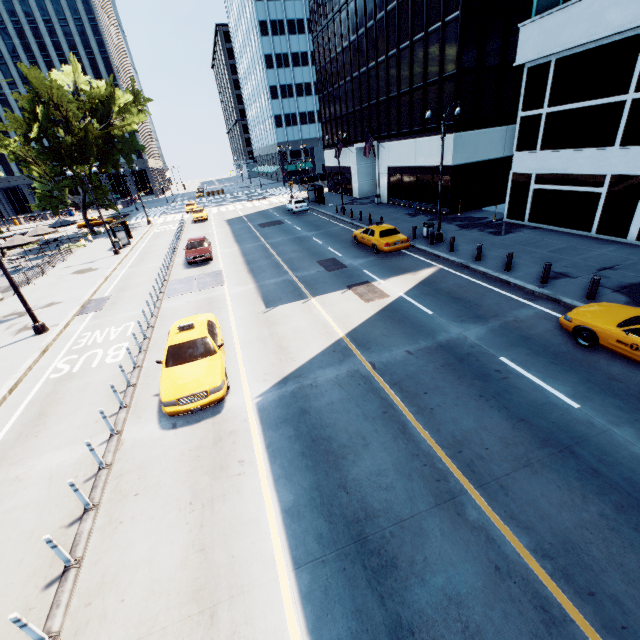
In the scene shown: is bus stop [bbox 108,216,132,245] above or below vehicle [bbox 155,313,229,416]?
above

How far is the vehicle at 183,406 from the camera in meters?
8.9

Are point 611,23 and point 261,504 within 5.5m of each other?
no

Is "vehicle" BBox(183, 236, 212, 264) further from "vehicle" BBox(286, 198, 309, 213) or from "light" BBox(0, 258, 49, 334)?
"vehicle" BBox(286, 198, 309, 213)

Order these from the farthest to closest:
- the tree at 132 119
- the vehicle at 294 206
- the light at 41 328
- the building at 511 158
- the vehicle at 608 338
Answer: the vehicle at 294 206
the tree at 132 119
the building at 511 158
the light at 41 328
the vehicle at 608 338

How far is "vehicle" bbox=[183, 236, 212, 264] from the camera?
22.8m

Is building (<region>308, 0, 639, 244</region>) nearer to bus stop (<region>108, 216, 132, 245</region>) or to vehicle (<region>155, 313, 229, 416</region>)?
vehicle (<region>155, 313, 229, 416</region>)

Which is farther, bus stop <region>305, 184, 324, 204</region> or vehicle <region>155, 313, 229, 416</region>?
bus stop <region>305, 184, 324, 204</region>
